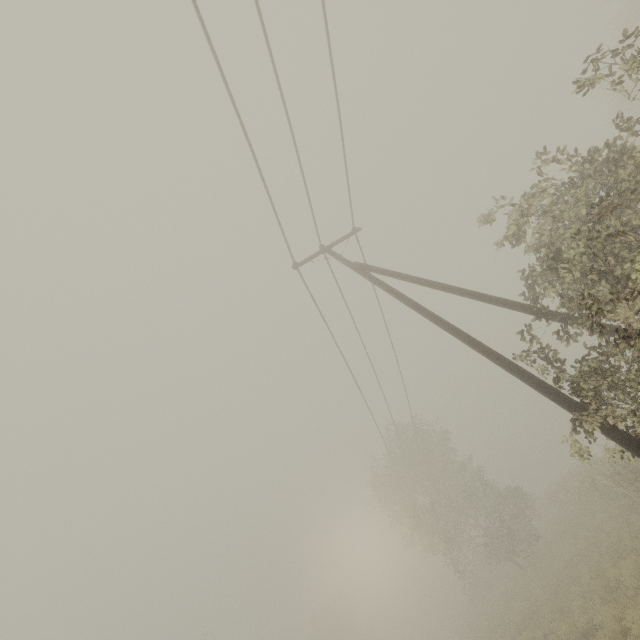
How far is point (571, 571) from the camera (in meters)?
14.61

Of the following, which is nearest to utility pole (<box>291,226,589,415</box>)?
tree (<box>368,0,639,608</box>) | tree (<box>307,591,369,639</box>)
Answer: tree (<box>368,0,639,608</box>)

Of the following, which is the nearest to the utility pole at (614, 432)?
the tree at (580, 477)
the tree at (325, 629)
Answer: the tree at (580, 477)

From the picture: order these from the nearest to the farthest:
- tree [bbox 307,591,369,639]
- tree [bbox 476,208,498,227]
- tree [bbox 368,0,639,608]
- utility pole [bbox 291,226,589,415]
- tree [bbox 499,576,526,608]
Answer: tree [bbox 368,0,639,608], utility pole [bbox 291,226,589,415], tree [bbox 476,208,498,227], tree [bbox 499,576,526,608], tree [bbox 307,591,369,639]

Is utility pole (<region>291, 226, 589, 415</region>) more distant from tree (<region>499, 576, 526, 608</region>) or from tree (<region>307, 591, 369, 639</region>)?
tree (<region>307, 591, 369, 639</region>)
